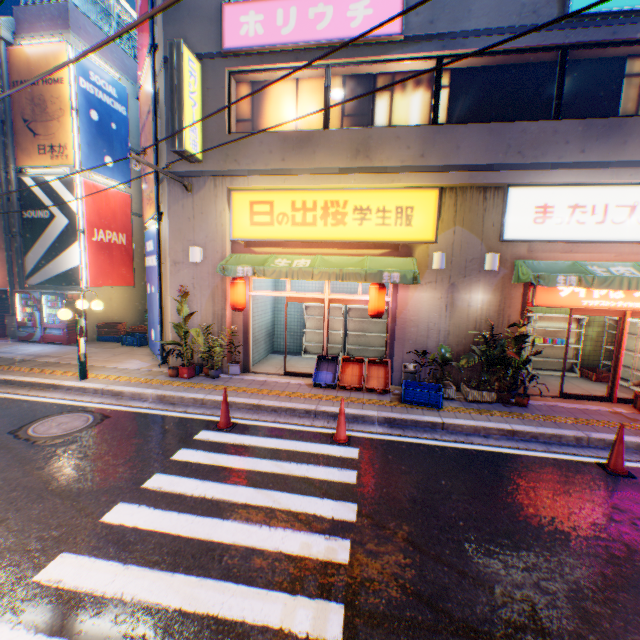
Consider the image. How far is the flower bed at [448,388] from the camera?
8.1 meters

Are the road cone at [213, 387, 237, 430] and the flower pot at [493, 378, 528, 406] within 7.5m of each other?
yes

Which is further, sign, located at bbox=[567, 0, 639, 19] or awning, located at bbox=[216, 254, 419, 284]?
awning, located at bbox=[216, 254, 419, 284]

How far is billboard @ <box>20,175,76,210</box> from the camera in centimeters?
1248cm

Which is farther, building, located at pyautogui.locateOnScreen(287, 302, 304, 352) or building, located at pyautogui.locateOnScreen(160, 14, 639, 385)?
building, located at pyautogui.locateOnScreen(287, 302, 304, 352)

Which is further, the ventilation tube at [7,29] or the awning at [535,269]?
the ventilation tube at [7,29]

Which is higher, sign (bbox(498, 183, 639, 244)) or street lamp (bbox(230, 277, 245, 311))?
sign (bbox(498, 183, 639, 244))

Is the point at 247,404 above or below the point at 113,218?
below
